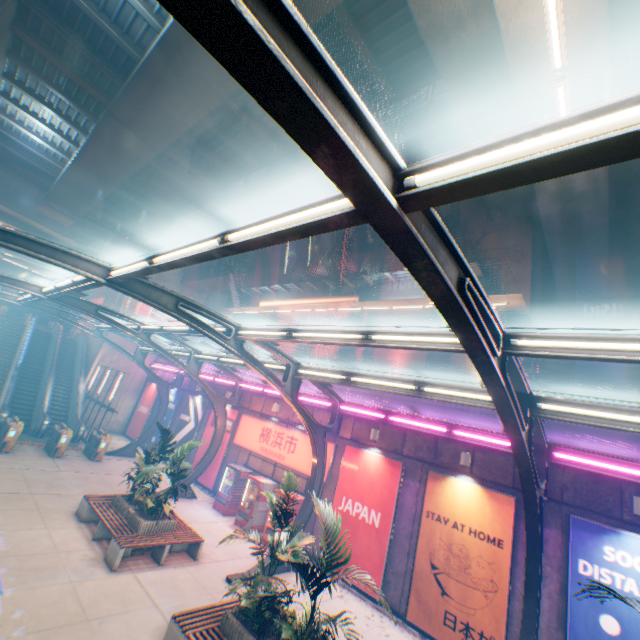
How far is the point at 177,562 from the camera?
9.81m

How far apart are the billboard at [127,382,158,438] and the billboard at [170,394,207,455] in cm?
450

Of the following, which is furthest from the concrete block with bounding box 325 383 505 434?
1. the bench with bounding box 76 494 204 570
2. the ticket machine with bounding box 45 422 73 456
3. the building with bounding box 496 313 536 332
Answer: the building with bounding box 496 313 536 332

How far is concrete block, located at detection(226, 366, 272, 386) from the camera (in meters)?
18.61

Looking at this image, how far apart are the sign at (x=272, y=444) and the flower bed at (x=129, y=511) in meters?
5.2 m

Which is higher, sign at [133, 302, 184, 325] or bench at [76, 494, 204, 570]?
sign at [133, 302, 184, 325]

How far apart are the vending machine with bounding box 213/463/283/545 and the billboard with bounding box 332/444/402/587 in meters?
3.1 m

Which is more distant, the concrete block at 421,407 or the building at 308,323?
the building at 308,323
